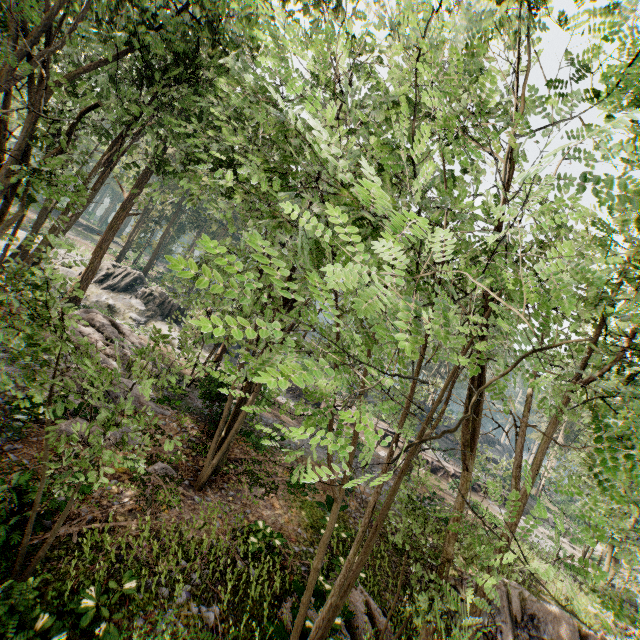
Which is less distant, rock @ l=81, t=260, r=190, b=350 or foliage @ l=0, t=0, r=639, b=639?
foliage @ l=0, t=0, r=639, b=639

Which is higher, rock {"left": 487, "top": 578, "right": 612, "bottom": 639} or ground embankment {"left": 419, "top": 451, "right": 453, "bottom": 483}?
ground embankment {"left": 419, "top": 451, "right": 453, "bottom": 483}

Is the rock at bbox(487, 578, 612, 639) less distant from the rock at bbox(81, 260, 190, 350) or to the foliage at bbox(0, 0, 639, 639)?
the foliage at bbox(0, 0, 639, 639)

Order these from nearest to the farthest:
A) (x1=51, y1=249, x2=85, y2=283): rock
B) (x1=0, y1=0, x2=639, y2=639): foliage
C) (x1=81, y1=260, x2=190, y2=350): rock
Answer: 1. (x1=0, y1=0, x2=639, y2=639): foliage
2. (x1=81, y1=260, x2=190, y2=350): rock
3. (x1=51, y1=249, x2=85, y2=283): rock

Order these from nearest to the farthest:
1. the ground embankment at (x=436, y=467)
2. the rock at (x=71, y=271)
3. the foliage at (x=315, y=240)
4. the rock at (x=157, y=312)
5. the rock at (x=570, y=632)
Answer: the foliage at (x=315, y=240) < the rock at (x=570, y=632) < the rock at (x=157, y=312) < the rock at (x=71, y=271) < the ground embankment at (x=436, y=467)

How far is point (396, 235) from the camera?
2.43m

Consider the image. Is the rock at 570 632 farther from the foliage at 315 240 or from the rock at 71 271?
the rock at 71 271

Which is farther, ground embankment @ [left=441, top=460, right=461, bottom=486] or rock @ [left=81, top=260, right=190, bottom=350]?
rock @ [left=81, top=260, right=190, bottom=350]
